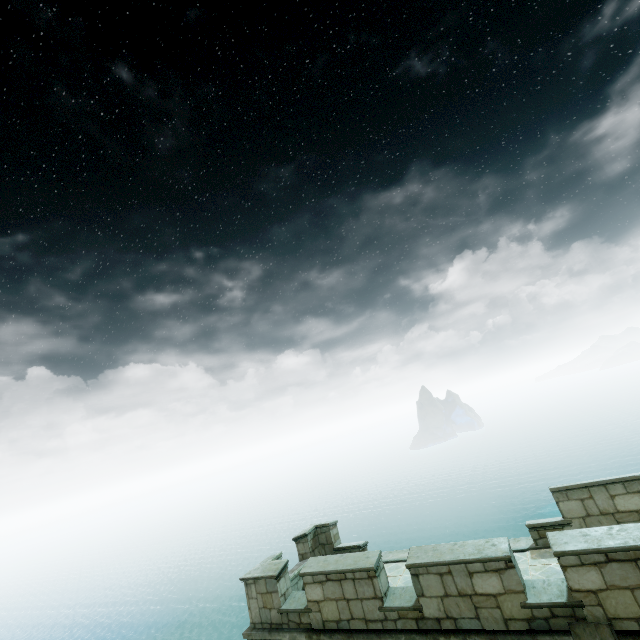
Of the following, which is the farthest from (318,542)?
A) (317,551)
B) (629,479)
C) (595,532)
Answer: (629,479)
